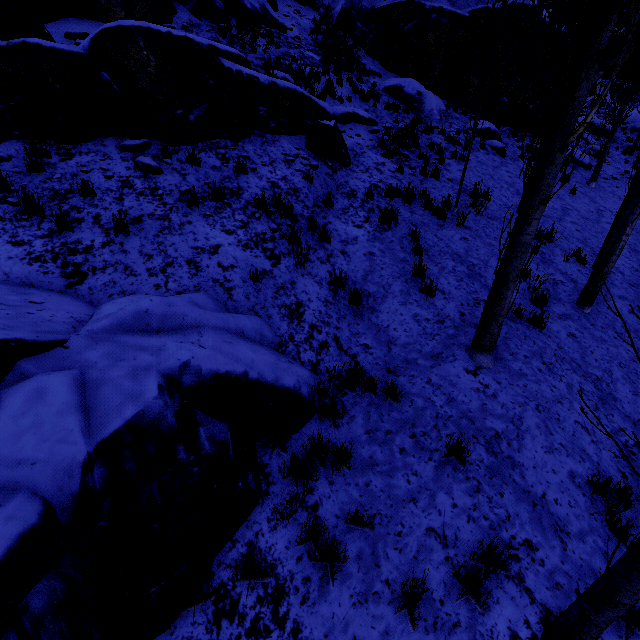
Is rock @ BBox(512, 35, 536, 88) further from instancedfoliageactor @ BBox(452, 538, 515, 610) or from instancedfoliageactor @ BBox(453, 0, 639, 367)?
instancedfoliageactor @ BBox(452, 538, 515, 610)

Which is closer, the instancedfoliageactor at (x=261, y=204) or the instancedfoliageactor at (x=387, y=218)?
the instancedfoliageactor at (x=261, y=204)

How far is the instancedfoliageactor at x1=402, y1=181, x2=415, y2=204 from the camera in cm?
845

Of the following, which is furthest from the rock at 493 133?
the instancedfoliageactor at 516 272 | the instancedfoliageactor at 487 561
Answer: the instancedfoliageactor at 487 561

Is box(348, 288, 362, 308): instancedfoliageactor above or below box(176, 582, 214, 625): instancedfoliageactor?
above

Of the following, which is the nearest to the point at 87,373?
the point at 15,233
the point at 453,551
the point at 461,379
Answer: the point at 15,233

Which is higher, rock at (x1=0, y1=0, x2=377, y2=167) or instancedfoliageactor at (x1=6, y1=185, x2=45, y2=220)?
rock at (x1=0, y1=0, x2=377, y2=167)

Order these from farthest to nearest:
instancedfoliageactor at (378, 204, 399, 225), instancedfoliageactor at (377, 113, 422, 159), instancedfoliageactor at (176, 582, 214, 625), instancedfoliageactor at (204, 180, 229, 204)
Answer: instancedfoliageactor at (377, 113, 422, 159)
instancedfoliageactor at (378, 204, 399, 225)
instancedfoliageactor at (204, 180, 229, 204)
instancedfoliageactor at (176, 582, 214, 625)
